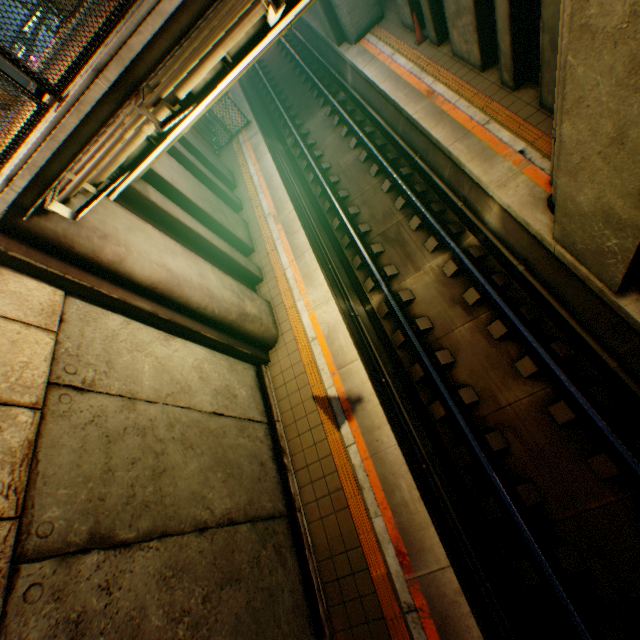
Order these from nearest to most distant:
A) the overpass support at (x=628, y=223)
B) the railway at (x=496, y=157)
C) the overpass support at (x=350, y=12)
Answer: the overpass support at (x=628, y=223) < the railway at (x=496, y=157) < the overpass support at (x=350, y=12)

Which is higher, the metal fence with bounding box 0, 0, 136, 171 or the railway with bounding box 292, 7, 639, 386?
the metal fence with bounding box 0, 0, 136, 171

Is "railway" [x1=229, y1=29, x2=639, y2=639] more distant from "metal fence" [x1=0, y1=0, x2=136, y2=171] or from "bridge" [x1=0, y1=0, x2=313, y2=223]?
"bridge" [x1=0, y1=0, x2=313, y2=223]

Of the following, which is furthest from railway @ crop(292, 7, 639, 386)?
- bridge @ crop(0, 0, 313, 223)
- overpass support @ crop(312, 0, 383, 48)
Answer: bridge @ crop(0, 0, 313, 223)

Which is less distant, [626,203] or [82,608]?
[82,608]

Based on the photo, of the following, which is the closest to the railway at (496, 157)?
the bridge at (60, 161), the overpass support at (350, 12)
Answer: the overpass support at (350, 12)

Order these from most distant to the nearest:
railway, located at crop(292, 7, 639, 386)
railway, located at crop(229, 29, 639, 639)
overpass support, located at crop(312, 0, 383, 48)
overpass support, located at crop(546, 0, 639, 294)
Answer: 1. overpass support, located at crop(312, 0, 383, 48)
2. railway, located at crop(292, 7, 639, 386)
3. railway, located at crop(229, 29, 639, 639)
4. overpass support, located at crop(546, 0, 639, 294)
